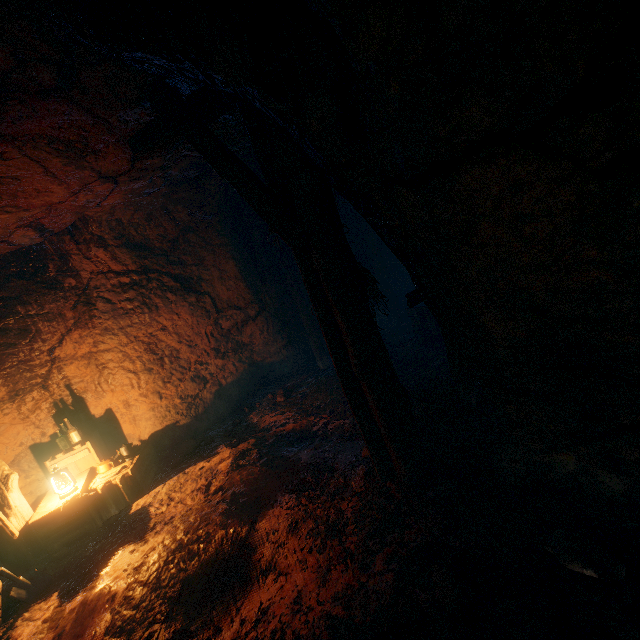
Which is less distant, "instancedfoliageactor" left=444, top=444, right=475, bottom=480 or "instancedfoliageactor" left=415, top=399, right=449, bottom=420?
"instancedfoliageactor" left=444, top=444, right=475, bottom=480

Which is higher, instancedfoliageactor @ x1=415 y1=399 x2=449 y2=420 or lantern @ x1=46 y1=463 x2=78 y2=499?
lantern @ x1=46 y1=463 x2=78 y2=499

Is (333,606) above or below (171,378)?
below

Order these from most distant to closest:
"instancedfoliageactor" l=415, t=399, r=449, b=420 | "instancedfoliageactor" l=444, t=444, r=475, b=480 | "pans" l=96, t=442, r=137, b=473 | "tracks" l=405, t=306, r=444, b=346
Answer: "tracks" l=405, t=306, r=444, b=346 < "pans" l=96, t=442, r=137, b=473 < "instancedfoliageactor" l=415, t=399, r=449, b=420 < "instancedfoliageactor" l=444, t=444, r=475, b=480

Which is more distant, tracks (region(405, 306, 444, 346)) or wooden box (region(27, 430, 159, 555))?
tracks (region(405, 306, 444, 346))

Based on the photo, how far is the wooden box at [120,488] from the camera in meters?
4.4

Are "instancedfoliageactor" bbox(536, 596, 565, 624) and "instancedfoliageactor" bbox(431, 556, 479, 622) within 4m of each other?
yes

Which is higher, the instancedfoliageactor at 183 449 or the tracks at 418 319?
the tracks at 418 319
